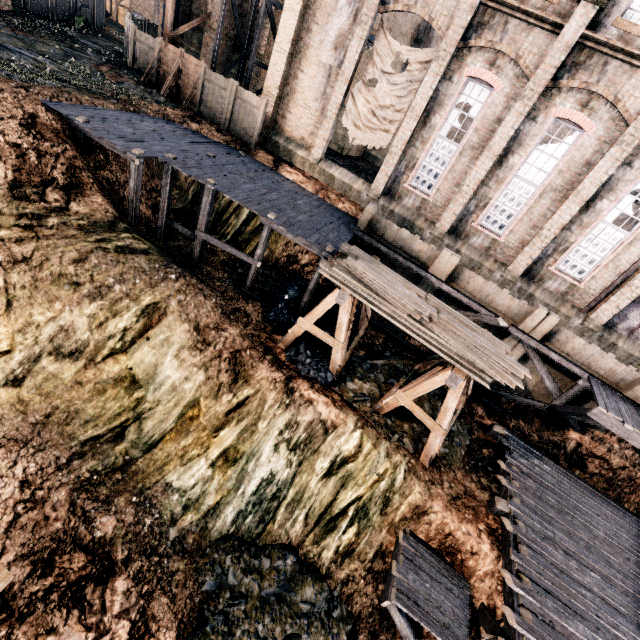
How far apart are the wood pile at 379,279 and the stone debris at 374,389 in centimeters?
350cm

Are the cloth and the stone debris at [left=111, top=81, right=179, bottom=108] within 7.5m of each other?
no

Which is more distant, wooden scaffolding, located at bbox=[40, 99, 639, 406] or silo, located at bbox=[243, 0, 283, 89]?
silo, located at bbox=[243, 0, 283, 89]

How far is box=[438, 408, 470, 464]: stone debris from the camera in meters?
13.2

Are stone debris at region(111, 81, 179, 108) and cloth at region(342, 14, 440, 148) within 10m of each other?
no

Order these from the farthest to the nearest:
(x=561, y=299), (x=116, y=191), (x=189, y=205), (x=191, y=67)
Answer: (x=191, y=67), (x=189, y=205), (x=561, y=299), (x=116, y=191)

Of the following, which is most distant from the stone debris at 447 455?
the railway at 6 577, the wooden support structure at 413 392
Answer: the railway at 6 577

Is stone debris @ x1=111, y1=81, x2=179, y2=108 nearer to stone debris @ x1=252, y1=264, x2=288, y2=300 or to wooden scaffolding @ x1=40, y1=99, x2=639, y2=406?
wooden scaffolding @ x1=40, y1=99, x2=639, y2=406
